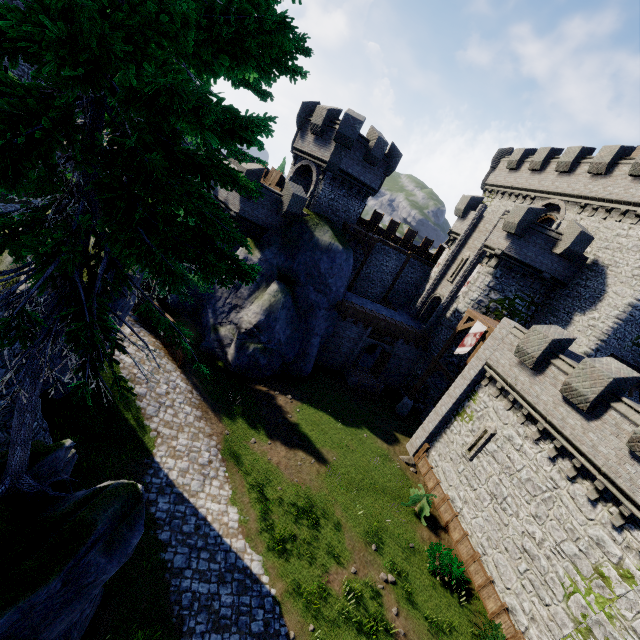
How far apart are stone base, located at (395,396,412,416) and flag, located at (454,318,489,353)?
5.48m

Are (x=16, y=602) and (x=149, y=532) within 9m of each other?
yes

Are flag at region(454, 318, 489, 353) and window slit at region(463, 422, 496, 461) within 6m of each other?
yes

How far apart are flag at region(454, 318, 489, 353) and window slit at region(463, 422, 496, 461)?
4.9 meters

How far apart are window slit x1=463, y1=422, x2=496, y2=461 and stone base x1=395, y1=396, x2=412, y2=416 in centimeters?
677cm

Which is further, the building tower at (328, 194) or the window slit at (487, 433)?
the building tower at (328, 194)

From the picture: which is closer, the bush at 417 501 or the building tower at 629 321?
the bush at 417 501

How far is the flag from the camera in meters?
20.7 m
